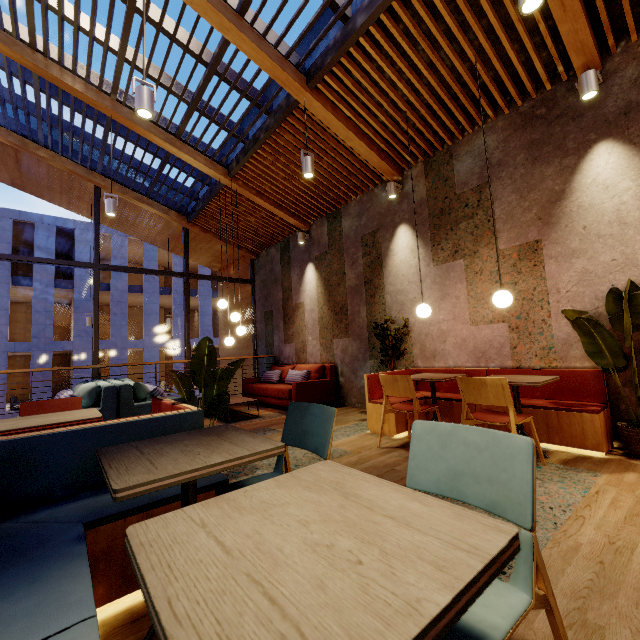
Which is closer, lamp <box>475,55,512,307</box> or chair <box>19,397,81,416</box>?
chair <box>19,397,81,416</box>

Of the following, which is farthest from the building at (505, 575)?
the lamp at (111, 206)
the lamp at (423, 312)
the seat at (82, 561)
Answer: the lamp at (111, 206)

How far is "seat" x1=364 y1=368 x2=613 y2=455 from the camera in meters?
3.2

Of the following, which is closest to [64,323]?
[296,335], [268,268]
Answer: [268,268]

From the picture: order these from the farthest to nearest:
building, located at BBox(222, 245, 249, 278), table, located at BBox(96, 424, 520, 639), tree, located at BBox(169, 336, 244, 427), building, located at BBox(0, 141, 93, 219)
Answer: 1. building, located at BBox(222, 245, 249, 278)
2. building, located at BBox(0, 141, 93, 219)
3. tree, located at BBox(169, 336, 244, 427)
4. table, located at BBox(96, 424, 520, 639)

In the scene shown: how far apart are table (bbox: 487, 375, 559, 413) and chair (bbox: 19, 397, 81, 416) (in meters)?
3.71

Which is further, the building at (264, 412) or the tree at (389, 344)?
the tree at (389, 344)

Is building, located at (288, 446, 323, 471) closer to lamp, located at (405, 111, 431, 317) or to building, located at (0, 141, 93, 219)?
building, located at (0, 141, 93, 219)
